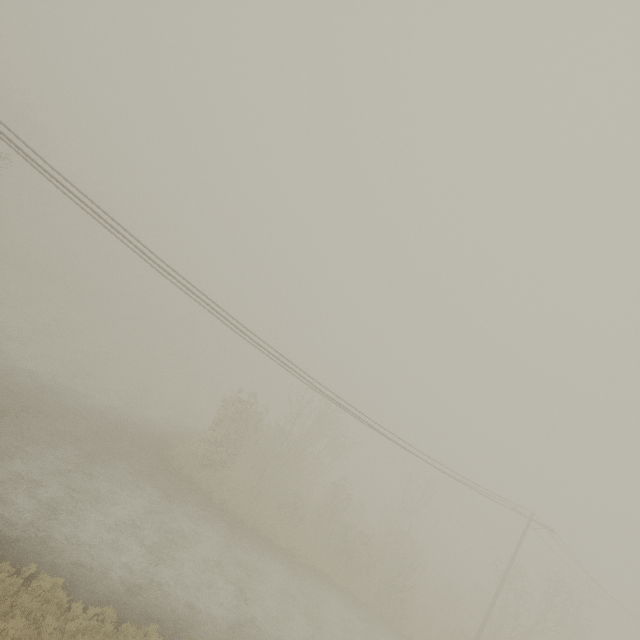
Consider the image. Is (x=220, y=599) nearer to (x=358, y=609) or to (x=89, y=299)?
(x=358, y=609)
